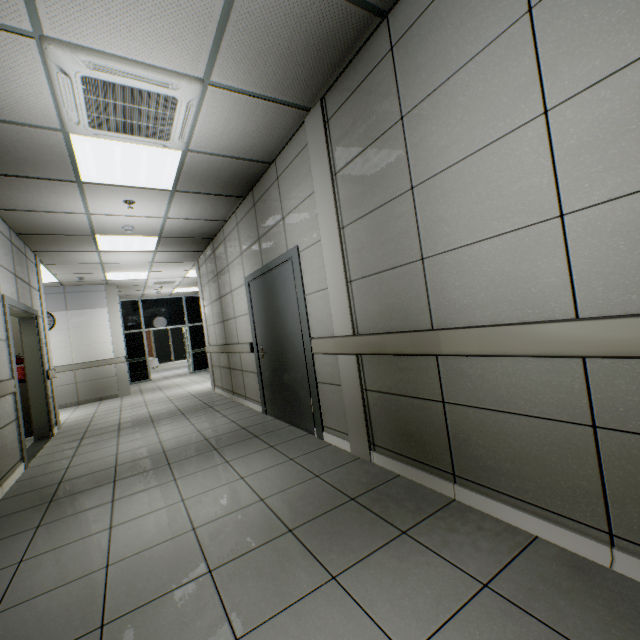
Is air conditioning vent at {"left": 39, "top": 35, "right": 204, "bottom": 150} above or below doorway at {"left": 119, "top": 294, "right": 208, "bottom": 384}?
above

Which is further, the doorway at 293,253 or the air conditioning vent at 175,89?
the doorway at 293,253

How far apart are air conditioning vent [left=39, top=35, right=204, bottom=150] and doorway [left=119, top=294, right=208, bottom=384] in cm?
1087

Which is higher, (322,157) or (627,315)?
(322,157)

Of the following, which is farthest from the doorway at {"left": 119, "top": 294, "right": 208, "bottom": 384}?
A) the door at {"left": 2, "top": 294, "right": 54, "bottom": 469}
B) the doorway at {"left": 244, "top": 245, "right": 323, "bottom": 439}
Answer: the doorway at {"left": 244, "top": 245, "right": 323, "bottom": 439}

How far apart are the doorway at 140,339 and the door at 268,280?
9.53m

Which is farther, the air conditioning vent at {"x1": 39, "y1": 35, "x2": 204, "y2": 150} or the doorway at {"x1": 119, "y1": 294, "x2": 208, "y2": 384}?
the doorway at {"x1": 119, "y1": 294, "x2": 208, "y2": 384}

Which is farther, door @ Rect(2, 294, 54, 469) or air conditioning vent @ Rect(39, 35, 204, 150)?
door @ Rect(2, 294, 54, 469)
